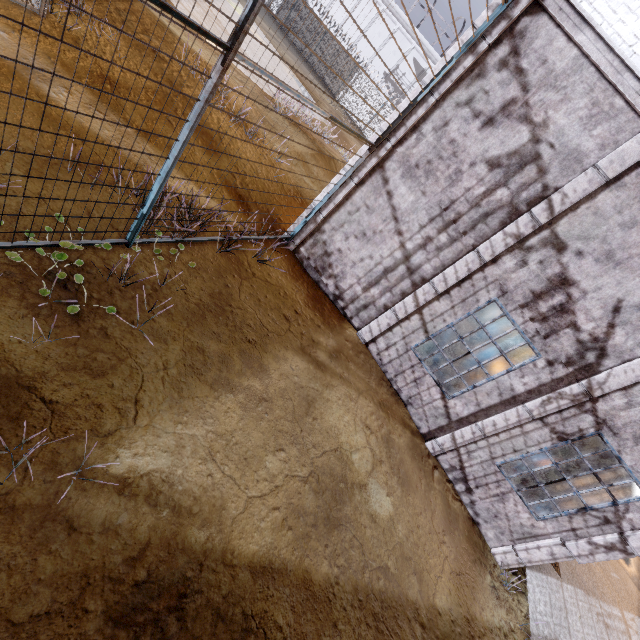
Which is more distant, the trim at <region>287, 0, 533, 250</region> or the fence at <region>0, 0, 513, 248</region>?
the trim at <region>287, 0, 533, 250</region>

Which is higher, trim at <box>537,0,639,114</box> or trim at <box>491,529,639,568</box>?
trim at <box>537,0,639,114</box>

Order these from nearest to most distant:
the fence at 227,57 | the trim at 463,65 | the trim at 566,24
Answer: the fence at 227,57
the trim at 566,24
the trim at 463,65

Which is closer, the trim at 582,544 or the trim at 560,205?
the trim at 560,205

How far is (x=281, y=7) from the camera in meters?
2.9

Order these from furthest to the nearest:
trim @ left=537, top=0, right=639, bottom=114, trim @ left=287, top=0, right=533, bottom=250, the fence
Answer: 1. trim @ left=287, top=0, right=533, bottom=250
2. trim @ left=537, top=0, right=639, bottom=114
3. the fence

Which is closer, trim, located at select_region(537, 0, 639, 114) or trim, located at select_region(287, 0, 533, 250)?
trim, located at select_region(537, 0, 639, 114)
